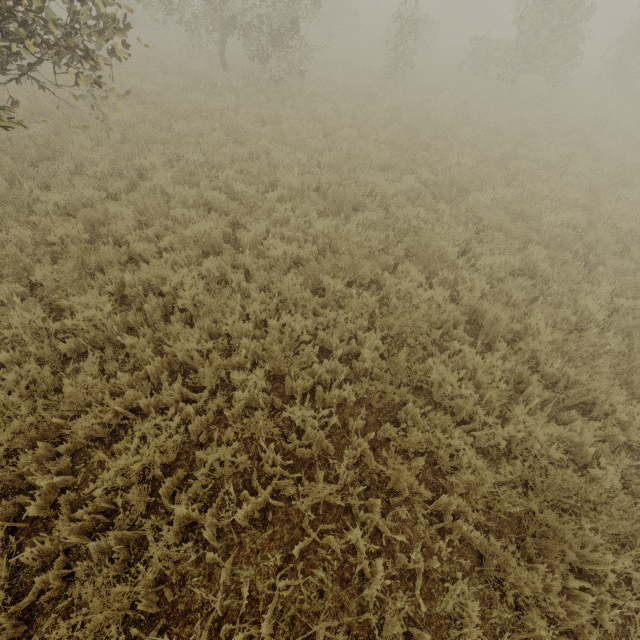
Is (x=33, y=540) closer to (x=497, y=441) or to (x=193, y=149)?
(x=497, y=441)
